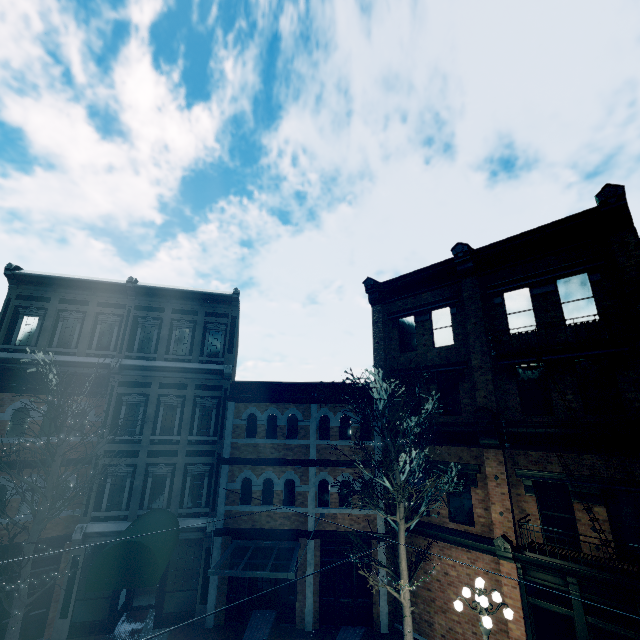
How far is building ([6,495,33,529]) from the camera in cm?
1193

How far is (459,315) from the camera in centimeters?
1425cm

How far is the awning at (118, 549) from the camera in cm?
954

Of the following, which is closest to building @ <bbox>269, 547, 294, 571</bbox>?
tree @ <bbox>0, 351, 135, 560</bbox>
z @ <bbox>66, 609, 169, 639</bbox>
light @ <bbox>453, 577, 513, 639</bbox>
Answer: z @ <bbox>66, 609, 169, 639</bbox>

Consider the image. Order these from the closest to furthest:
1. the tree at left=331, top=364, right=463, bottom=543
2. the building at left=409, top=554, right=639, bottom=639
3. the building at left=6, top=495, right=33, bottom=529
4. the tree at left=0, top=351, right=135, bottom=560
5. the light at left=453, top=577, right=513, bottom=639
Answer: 1. the light at left=453, top=577, right=513, bottom=639
2. the building at left=409, top=554, right=639, bottom=639
3. the tree at left=0, top=351, right=135, bottom=560
4. the tree at left=331, top=364, right=463, bottom=543
5. the building at left=6, top=495, right=33, bottom=529

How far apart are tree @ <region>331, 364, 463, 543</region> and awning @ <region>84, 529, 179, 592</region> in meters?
7.0 m
